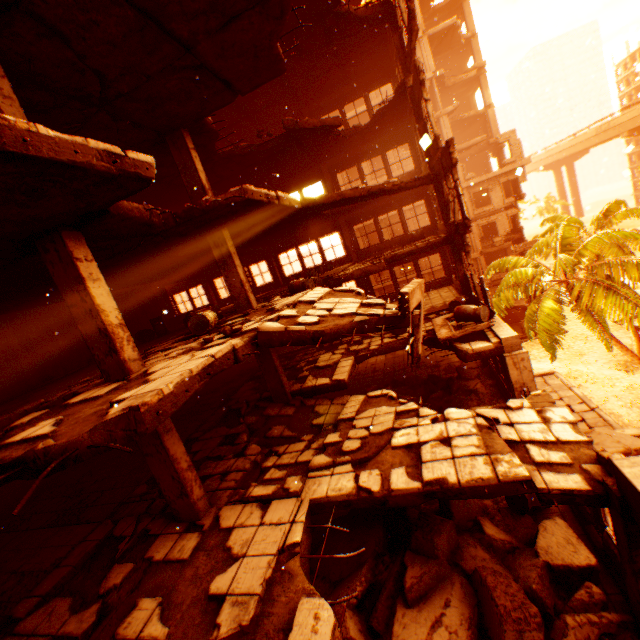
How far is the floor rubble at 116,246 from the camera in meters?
5.4

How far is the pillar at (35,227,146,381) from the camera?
5.3m

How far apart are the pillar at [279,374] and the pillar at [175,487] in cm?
457

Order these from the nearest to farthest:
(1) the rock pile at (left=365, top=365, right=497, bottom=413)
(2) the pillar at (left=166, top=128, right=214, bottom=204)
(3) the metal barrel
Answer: (3) the metal barrel
(2) the pillar at (left=166, top=128, right=214, bottom=204)
(1) the rock pile at (left=365, top=365, right=497, bottom=413)

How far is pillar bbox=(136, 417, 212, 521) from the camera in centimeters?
594cm

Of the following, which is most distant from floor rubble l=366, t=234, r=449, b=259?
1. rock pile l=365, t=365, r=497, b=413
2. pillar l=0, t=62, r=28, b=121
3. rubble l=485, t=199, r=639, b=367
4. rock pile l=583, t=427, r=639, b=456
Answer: pillar l=0, t=62, r=28, b=121

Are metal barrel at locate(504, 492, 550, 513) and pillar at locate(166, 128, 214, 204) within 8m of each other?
no

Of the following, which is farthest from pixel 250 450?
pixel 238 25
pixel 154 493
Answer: pixel 238 25
